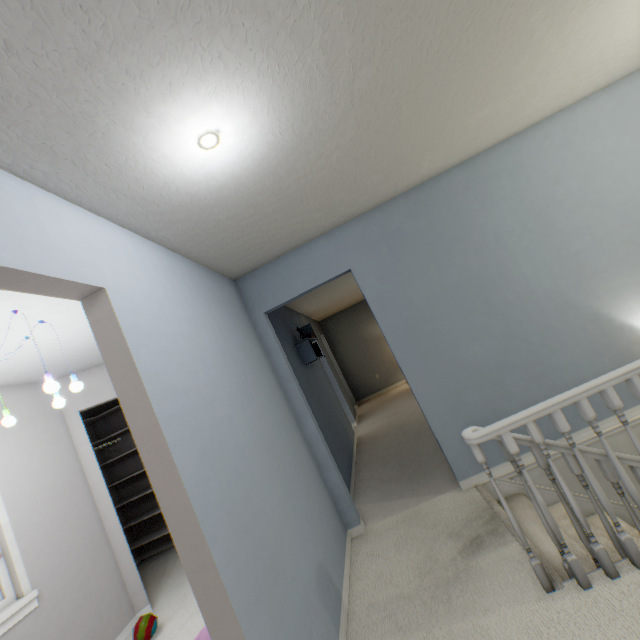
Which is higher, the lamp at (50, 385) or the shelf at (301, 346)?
the lamp at (50, 385)

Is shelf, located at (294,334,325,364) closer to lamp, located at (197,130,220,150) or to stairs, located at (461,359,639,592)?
stairs, located at (461,359,639,592)

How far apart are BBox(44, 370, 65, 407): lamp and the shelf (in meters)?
2.53

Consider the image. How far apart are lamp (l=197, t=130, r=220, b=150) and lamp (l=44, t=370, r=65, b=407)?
1.74m

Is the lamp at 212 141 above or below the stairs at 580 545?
above

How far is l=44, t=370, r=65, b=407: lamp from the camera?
1.78m

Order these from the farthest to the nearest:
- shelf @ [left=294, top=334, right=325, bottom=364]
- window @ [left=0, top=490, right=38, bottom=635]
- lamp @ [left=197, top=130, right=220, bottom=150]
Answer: shelf @ [left=294, top=334, right=325, bottom=364], window @ [left=0, top=490, right=38, bottom=635], lamp @ [left=197, top=130, right=220, bottom=150]

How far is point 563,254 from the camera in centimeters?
268cm
